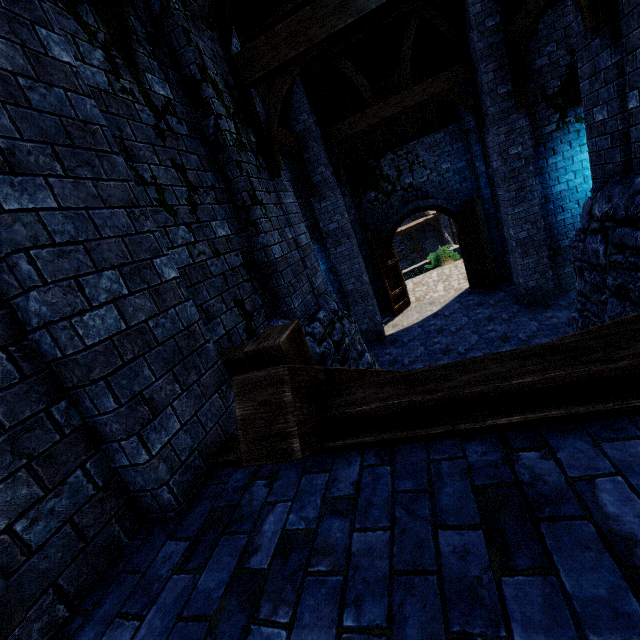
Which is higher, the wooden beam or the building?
the building

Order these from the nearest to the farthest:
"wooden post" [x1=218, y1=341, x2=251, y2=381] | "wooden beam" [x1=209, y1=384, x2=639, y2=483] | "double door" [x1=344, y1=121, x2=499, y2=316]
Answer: "wooden beam" [x1=209, y1=384, x2=639, y2=483] < "wooden post" [x1=218, y1=341, x2=251, y2=381] < "double door" [x1=344, y1=121, x2=499, y2=316]

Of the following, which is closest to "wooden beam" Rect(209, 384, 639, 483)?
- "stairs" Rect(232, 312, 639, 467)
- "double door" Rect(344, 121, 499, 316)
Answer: "stairs" Rect(232, 312, 639, 467)

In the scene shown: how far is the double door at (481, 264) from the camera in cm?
1150

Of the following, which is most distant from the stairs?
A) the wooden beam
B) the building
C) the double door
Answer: the double door

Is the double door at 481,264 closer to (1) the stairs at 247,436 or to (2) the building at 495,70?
(2) the building at 495,70

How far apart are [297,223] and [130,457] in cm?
452

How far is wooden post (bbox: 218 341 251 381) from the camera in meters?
2.8
